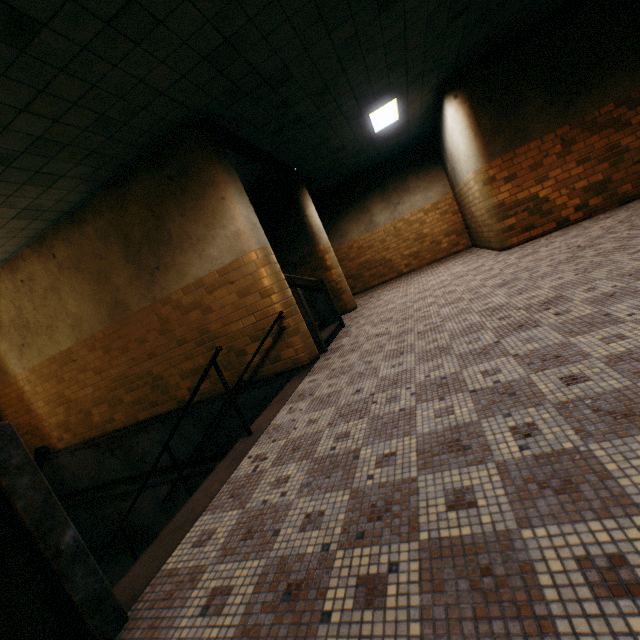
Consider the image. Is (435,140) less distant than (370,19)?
No

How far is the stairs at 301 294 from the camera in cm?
545

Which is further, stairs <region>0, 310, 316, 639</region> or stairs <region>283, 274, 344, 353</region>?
stairs <region>283, 274, 344, 353</region>

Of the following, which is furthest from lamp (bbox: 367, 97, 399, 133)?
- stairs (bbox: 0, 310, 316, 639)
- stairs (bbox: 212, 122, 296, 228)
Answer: stairs (bbox: 0, 310, 316, 639)

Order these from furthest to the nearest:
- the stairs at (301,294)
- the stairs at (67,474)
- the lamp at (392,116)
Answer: the lamp at (392,116) < the stairs at (301,294) < the stairs at (67,474)

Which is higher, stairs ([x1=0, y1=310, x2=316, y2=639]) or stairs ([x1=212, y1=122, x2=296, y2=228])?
stairs ([x1=212, y1=122, x2=296, y2=228])

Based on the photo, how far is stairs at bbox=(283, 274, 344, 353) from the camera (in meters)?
5.45

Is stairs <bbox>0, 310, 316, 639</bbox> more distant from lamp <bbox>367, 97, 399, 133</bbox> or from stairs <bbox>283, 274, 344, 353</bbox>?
lamp <bbox>367, 97, 399, 133</bbox>
